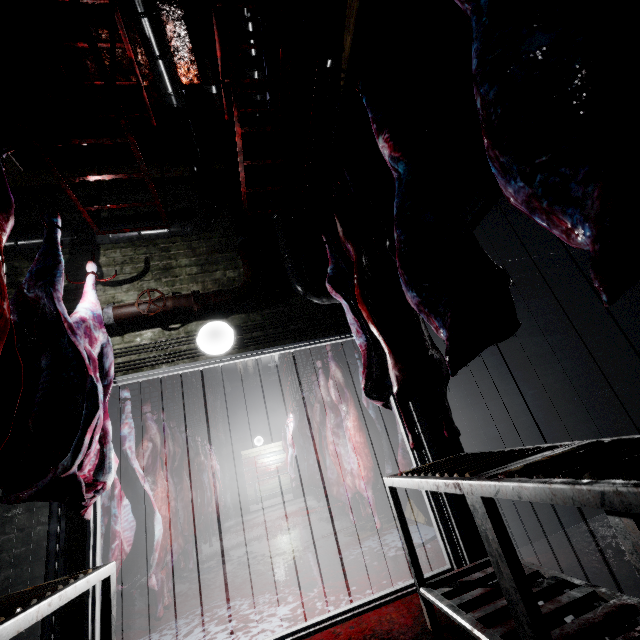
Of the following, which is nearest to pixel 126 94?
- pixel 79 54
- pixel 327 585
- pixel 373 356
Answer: pixel 79 54

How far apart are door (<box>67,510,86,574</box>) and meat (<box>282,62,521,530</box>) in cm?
Answer: 180

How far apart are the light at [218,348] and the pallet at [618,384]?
3.05m

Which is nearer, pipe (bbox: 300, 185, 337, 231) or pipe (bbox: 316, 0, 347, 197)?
pipe (bbox: 316, 0, 347, 197)

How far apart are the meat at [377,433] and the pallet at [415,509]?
1.3 meters

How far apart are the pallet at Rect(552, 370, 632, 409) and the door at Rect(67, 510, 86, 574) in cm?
386

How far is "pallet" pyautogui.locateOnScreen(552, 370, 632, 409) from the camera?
3.1 meters

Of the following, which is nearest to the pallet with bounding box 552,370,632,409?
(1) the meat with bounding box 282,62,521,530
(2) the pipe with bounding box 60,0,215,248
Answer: (2) the pipe with bounding box 60,0,215,248
